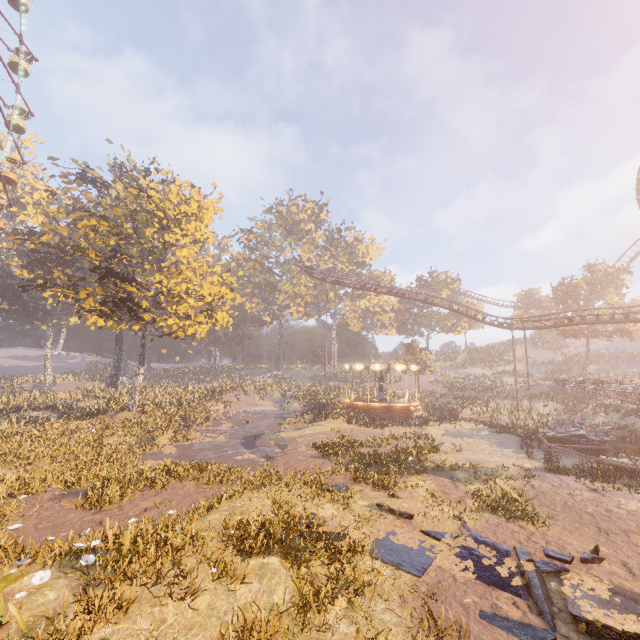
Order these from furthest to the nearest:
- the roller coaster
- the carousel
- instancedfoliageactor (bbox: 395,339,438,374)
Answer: instancedfoliageactor (bbox: 395,339,438,374) → the carousel → the roller coaster

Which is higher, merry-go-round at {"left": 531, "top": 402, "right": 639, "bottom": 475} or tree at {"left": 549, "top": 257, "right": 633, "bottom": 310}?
tree at {"left": 549, "top": 257, "right": 633, "bottom": 310}

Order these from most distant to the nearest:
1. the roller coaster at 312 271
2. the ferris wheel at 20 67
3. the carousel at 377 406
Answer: the carousel at 377 406
the ferris wheel at 20 67
the roller coaster at 312 271

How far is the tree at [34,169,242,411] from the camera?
21.8 meters

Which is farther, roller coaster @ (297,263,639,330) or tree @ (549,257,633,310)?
tree @ (549,257,633,310)

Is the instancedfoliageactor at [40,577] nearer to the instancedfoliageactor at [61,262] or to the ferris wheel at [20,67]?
the ferris wheel at [20,67]

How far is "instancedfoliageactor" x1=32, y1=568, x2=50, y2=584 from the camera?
5.6m

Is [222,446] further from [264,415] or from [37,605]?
[37,605]
